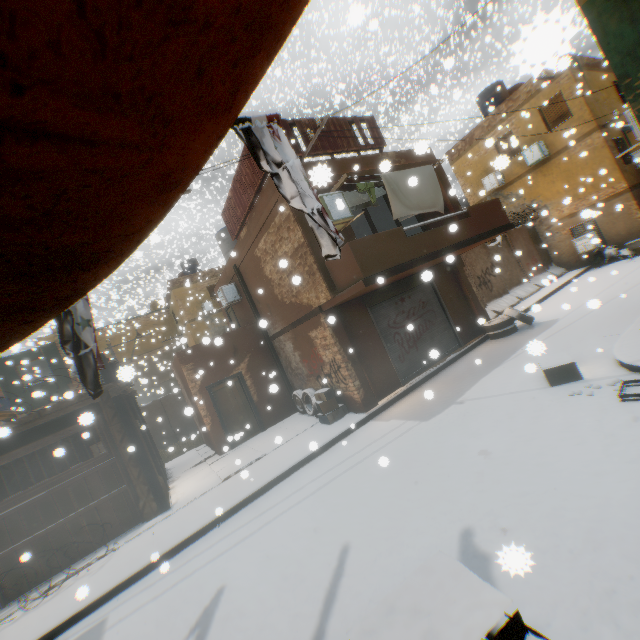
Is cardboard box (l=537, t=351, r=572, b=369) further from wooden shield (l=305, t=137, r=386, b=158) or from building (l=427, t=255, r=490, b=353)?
wooden shield (l=305, t=137, r=386, b=158)

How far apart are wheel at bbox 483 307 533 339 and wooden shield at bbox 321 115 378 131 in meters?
1.8

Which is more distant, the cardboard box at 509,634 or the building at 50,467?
the building at 50,467

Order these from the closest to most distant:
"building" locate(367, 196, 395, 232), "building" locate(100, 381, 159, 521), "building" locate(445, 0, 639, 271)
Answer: "building" locate(445, 0, 639, 271) → "building" locate(100, 381, 159, 521) → "building" locate(367, 196, 395, 232)

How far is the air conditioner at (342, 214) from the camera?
8.4 meters

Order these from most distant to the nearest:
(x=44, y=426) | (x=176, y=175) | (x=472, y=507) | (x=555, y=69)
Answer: (x=555, y=69) < (x=44, y=426) < (x=472, y=507) < (x=176, y=175)

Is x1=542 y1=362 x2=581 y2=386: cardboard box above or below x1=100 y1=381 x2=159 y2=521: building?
below

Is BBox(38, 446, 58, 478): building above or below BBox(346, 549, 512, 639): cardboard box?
above
